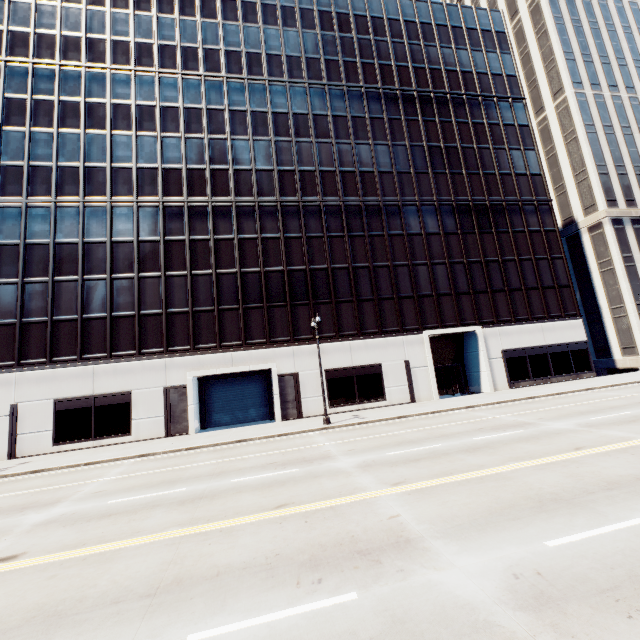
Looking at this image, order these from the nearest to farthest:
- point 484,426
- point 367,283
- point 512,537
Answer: point 512,537, point 484,426, point 367,283
